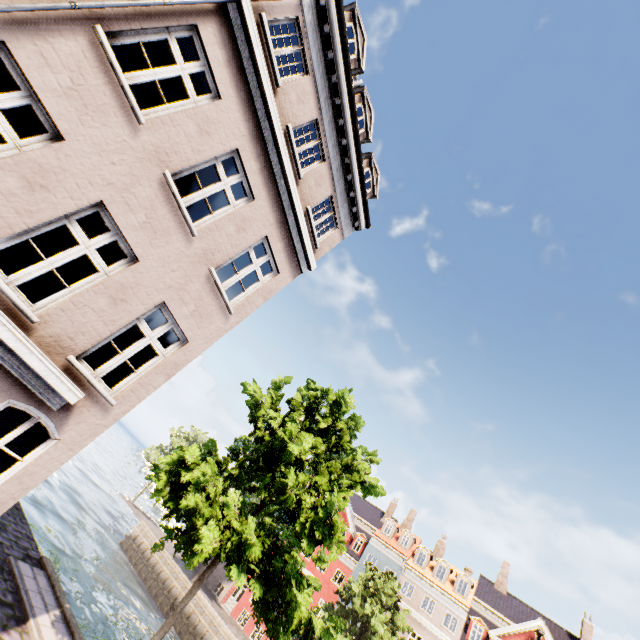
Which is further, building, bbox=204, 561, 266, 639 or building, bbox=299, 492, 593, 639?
building, bbox=204, 561, 266, 639

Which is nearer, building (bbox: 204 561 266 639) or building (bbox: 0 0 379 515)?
building (bbox: 0 0 379 515)

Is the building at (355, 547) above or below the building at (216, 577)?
above

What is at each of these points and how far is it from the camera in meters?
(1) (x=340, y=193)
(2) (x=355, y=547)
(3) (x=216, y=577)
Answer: (1) building, 9.9
(2) building, 34.4
(3) building, 34.5

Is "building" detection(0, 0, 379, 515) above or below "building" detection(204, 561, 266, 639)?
above

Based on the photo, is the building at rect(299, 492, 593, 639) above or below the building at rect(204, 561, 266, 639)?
Result: above

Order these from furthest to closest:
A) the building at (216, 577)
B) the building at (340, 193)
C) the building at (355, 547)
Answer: the building at (216, 577) → the building at (355, 547) → the building at (340, 193)
